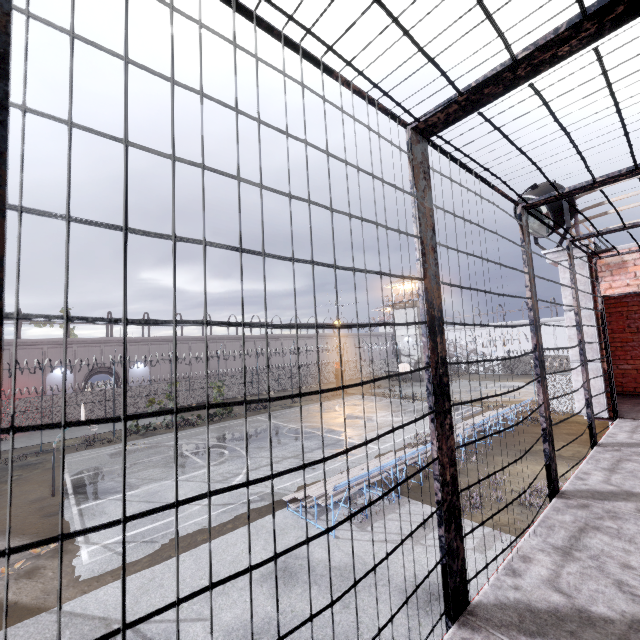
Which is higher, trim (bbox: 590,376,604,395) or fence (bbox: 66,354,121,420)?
trim (bbox: 590,376,604,395)

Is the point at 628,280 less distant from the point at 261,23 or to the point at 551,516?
the point at 551,516

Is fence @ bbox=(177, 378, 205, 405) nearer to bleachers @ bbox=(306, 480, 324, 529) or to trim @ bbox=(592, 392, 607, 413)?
trim @ bbox=(592, 392, 607, 413)

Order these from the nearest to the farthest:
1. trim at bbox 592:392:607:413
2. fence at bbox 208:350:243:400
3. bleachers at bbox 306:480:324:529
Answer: trim at bbox 592:392:607:413 < bleachers at bbox 306:480:324:529 < fence at bbox 208:350:243:400

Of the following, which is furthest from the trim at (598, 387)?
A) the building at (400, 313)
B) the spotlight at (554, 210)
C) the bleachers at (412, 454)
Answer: the building at (400, 313)

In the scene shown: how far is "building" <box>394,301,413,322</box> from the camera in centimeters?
4722cm

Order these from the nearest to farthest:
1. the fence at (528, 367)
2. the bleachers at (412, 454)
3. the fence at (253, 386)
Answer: the bleachers at (412, 454)
the fence at (253, 386)
the fence at (528, 367)

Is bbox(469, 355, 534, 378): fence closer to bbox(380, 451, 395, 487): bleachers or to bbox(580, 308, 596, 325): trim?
bbox(580, 308, 596, 325): trim
